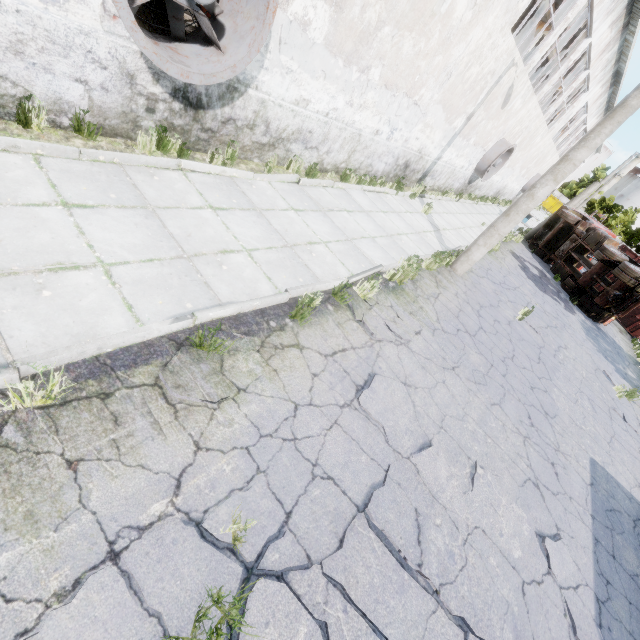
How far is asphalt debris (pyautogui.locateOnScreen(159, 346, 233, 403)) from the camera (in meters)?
2.95

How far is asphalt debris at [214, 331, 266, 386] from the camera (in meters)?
3.50

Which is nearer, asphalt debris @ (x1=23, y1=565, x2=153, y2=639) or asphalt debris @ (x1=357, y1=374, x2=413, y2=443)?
asphalt debris @ (x1=23, y1=565, x2=153, y2=639)

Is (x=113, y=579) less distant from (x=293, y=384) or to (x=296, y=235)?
(x=293, y=384)

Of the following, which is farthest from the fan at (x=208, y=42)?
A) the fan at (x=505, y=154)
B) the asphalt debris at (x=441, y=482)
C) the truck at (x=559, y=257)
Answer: the truck at (x=559, y=257)

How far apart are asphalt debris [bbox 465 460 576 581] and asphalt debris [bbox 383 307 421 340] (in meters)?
2.08

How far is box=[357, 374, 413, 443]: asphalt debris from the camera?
4.1m

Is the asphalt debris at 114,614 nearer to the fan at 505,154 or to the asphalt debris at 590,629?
Answer: the asphalt debris at 590,629
